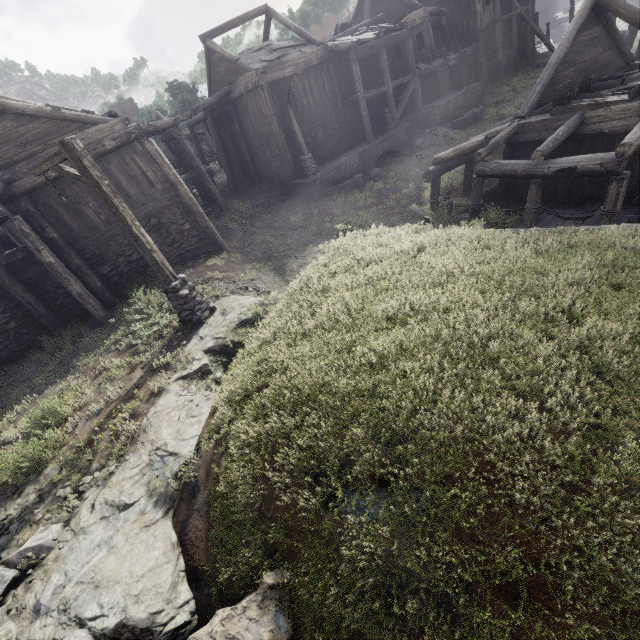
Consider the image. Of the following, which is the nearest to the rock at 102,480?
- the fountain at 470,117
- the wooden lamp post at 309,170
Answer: the wooden lamp post at 309,170

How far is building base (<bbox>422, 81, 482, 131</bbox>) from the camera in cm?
2239

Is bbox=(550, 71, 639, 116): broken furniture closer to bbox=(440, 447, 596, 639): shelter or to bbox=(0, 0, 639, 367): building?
bbox=(0, 0, 639, 367): building

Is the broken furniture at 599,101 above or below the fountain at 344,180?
above

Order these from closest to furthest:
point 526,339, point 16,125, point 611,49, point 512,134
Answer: point 526,339 → point 16,125 → point 512,134 → point 611,49

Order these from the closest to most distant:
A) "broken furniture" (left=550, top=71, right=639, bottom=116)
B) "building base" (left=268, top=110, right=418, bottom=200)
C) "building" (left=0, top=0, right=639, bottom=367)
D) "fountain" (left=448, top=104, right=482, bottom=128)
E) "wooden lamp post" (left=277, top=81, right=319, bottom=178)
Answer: "broken furniture" (left=550, top=71, right=639, bottom=116) < "building" (left=0, top=0, right=639, bottom=367) < "wooden lamp post" (left=277, top=81, right=319, bottom=178) < "building base" (left=268, top=110, right=418, bottom=200) < "fountain" (left=448, top=104, right=482, bottom=128)

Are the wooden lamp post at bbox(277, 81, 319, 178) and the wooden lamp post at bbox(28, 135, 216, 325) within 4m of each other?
no

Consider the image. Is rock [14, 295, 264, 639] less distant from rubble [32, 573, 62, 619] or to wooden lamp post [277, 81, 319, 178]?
rubble [32, 573, 62, 619]
